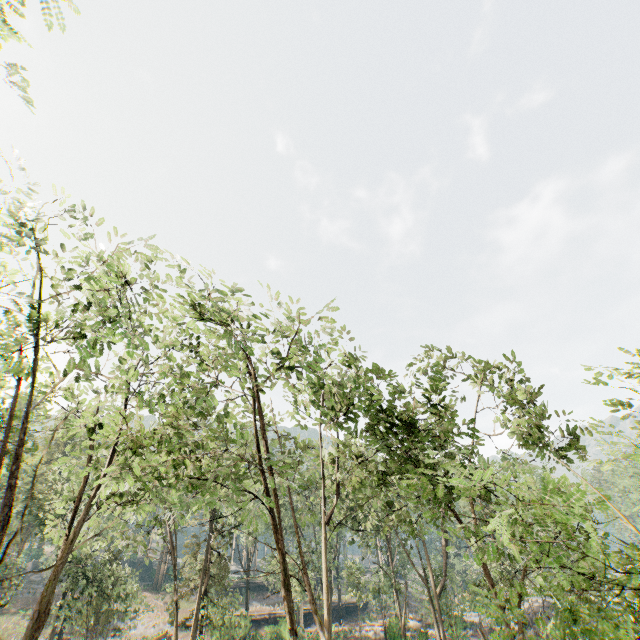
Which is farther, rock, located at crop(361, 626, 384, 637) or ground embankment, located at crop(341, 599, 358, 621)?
ground embankment, located at crop(341, 599, 358, 621)

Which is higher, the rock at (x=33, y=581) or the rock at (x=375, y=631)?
the rock at (x=33, y=581)

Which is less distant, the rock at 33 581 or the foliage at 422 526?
the foliage at 422 526

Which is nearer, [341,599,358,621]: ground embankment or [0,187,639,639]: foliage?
[0,187,639,639]: foliage

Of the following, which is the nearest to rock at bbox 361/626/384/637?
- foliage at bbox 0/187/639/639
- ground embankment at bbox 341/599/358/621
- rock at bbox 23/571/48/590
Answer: foliage at bbox 0/187/639/639

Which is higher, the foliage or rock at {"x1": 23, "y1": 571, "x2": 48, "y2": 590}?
the foliage

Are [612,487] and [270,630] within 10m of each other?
no

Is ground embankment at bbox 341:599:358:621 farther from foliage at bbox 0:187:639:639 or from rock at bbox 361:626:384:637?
rock at bbox 361:626:384:637
